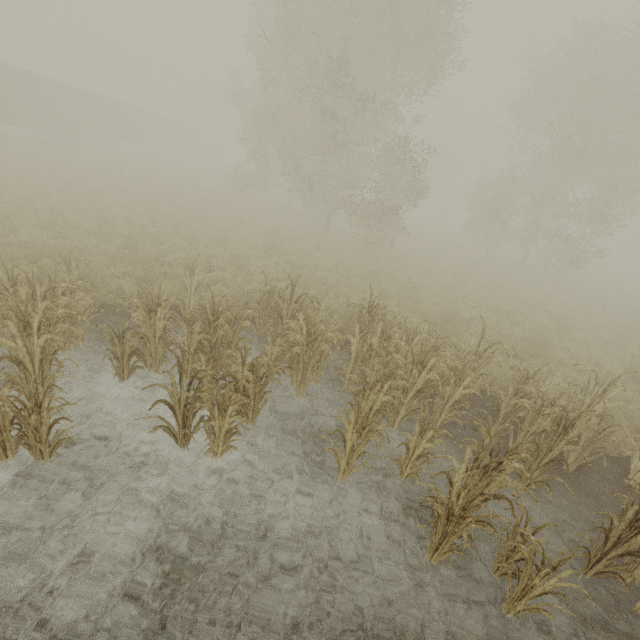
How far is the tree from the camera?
46.2 meters

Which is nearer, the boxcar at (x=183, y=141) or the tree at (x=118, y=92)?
the boxcar at (x=183, y=141)

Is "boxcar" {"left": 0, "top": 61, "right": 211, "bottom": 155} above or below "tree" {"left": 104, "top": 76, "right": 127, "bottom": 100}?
below

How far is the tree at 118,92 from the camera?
46.22m

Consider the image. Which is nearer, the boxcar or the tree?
the boxcar

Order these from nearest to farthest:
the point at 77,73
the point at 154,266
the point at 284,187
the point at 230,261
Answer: the point at 154,266
the point at 230,261
the point at 284,187
the point at 77,73
